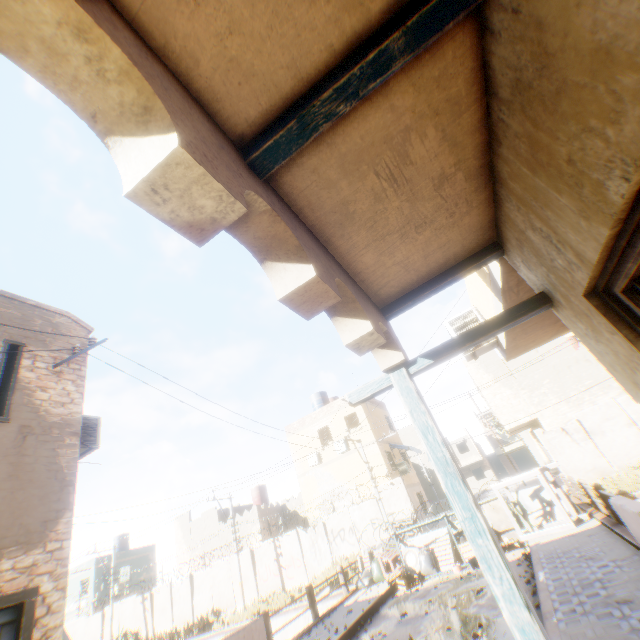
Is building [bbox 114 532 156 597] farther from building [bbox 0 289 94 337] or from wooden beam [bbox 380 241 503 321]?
wooden beam [bbox 380 241 503 321]

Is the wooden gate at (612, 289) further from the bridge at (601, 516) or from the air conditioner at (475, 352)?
the bridge at (601, 516)

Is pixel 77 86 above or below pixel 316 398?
below

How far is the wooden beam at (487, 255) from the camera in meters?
3.2

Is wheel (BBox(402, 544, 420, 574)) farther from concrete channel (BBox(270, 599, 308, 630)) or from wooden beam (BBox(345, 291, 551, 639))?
wooden beam (BBox(345, 291, 551, 639))

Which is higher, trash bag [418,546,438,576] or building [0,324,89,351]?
building [0,324,89,351]

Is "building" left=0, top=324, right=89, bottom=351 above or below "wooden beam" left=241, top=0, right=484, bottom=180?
above

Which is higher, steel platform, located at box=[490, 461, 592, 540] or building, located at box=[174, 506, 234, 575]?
building, located at box=[174, 506, 234, 575]
